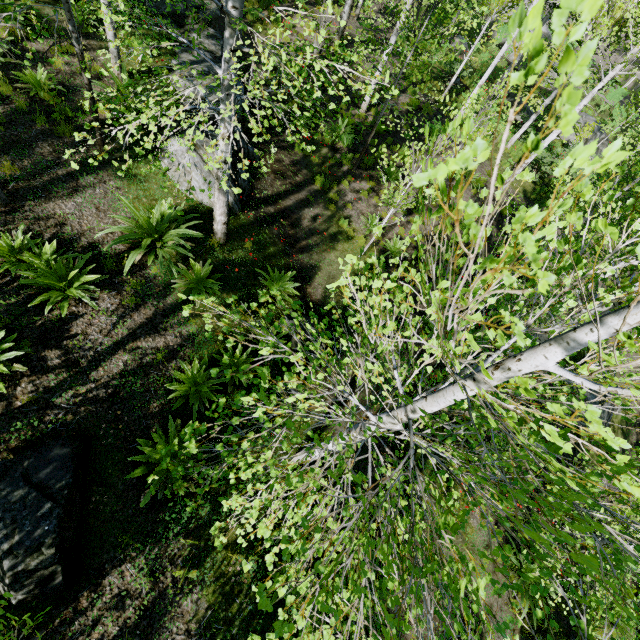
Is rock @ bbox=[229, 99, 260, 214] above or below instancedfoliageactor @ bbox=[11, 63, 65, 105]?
below

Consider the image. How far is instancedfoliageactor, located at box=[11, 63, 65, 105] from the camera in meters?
6.6

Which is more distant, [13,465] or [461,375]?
[13,465]

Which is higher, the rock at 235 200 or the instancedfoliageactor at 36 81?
the instancedfoliageactor at 36 81

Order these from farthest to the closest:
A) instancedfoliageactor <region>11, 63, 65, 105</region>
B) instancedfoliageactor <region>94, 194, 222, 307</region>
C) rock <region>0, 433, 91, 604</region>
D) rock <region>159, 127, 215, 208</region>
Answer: rock <region>159, 127, 215, 208</region>, instancedfoliageactor <region>11, 63, 65, 105</region>, instancedfoliageactor <region>94, 194, 222, 307</region>, rock <region>0, 433, 91, 604</region>

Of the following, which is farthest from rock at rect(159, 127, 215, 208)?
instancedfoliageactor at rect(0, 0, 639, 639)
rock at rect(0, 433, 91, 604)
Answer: rock at rect(0, 433, 91, 604)

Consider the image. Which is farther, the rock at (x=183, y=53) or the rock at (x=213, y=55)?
the rock at (x=213, y=55)
